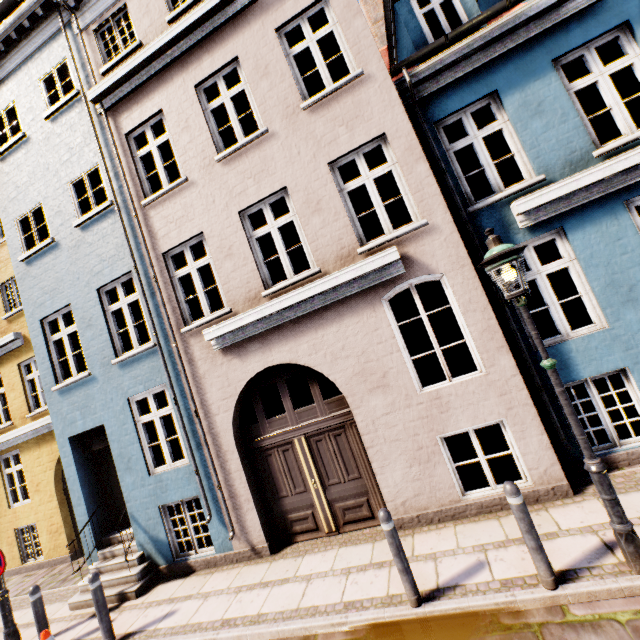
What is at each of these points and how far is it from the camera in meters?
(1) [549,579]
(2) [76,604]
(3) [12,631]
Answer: (1) bollard, 3.4
(2) building, 6.8
(3) street light, 5.9

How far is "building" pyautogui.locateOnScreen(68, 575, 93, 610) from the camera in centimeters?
666cm

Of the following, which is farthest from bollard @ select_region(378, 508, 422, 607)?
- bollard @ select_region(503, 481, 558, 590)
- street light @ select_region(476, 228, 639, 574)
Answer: street light @ select_region(476, 228, 639, 574)

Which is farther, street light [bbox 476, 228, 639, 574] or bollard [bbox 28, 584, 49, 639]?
bollard [bbox 28, 584, 49, 639]

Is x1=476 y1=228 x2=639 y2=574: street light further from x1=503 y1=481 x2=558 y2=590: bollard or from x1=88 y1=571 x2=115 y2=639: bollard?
x1=88 y1=571 x2=115 y2=639: bollard

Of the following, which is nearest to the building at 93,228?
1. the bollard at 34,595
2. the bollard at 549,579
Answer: the bollard at 34,595

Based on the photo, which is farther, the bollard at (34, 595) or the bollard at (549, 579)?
the bollard at (34, 595)

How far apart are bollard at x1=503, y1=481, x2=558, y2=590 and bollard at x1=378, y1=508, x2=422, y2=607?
1.32m
